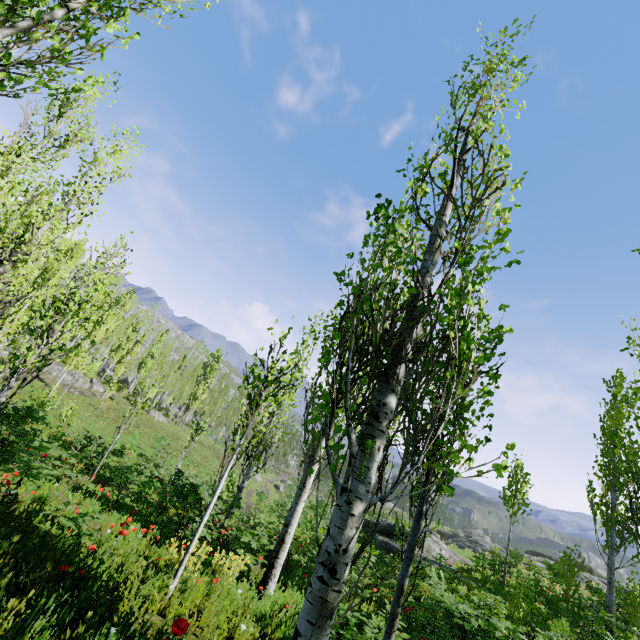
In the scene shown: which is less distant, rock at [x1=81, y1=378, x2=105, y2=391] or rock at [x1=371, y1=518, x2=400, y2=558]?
rock at [x1=371, y1=518, x2=400, y2=558]

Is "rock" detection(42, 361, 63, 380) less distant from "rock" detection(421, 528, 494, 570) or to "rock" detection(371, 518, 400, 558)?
"rock" detection(421, 528, 494, 570)

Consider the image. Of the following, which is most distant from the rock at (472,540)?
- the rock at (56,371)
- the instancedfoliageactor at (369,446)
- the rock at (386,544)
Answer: the rock at (386,544)

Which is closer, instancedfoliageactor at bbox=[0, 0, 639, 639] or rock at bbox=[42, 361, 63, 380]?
instancedfoliageactor at bbox=[0, 0, 639, 639]

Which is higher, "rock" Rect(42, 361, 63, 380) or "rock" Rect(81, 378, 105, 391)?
"rock" Rect(81, 378, 105, 391)

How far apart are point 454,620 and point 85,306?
9.42m

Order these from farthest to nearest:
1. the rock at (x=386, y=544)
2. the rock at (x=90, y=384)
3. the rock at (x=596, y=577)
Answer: the rock at (x=90, y=384) < the rock at (x=596, y=577) < the rock at (x=386, y=544)

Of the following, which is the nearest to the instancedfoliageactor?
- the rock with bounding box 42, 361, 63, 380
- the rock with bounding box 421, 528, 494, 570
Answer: the rock with bounding box 421, 528, 494, 570
